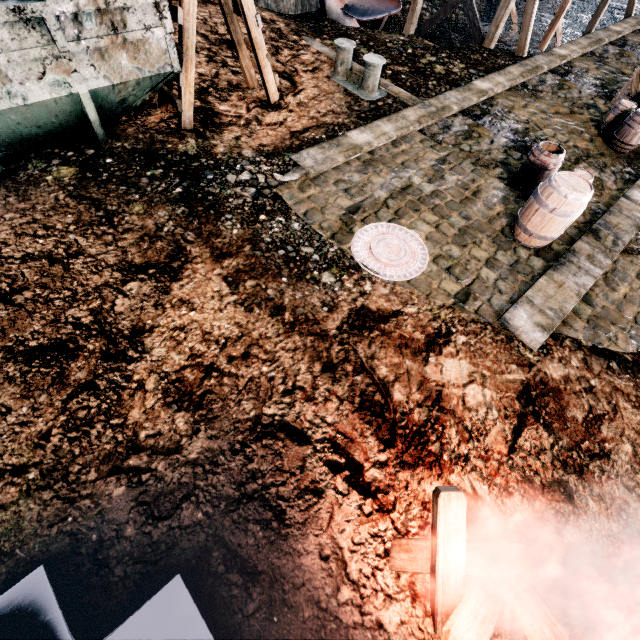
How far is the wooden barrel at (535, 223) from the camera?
5.97m

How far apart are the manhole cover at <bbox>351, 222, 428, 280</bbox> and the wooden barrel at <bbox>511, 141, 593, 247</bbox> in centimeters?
207cm

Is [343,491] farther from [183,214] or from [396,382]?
[183,214]

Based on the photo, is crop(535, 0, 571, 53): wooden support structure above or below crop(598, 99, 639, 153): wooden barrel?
below

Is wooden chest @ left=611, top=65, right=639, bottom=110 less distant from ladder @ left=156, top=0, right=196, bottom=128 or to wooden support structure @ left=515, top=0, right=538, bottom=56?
wooden support structure @ left=515, top=0, right=538, bottom=56

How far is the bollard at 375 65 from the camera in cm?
967

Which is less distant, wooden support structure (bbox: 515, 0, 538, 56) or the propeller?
wooden support structure (bbox: 515, 0, 538, 56)

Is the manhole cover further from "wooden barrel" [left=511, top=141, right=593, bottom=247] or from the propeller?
the propeller
